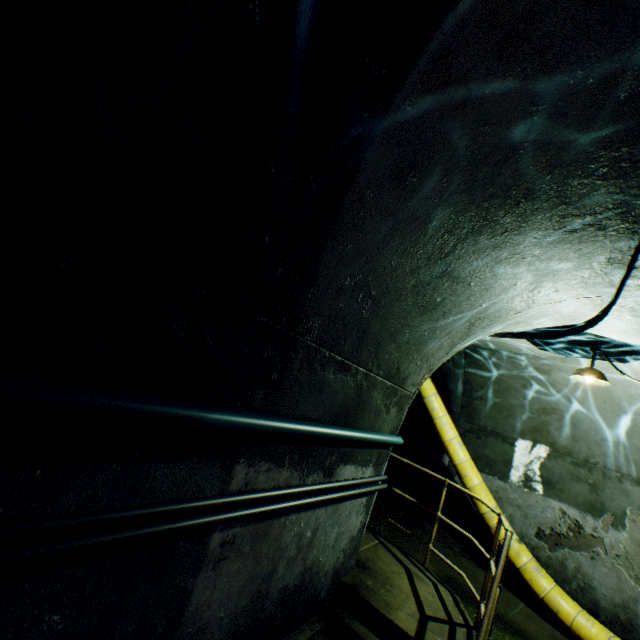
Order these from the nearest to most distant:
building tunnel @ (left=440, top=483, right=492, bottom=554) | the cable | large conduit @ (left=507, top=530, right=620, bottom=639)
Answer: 1. the cable
2. large conduit @ (left=507, top=530, right=620, bottom=639)
3. building tunnel @ (left=440, top=483, right=492, bottom=554)

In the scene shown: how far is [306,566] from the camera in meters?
3.0 m

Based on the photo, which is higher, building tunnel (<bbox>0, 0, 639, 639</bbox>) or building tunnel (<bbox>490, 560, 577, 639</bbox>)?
building tunnel (<bbox>0, 0, 639, 639</bbox>)

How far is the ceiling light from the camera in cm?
430

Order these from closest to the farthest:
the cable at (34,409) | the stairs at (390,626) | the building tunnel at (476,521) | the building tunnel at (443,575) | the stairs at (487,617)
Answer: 1. the cable at (34,409)
2. the stairs at (487,617)
3. the stairs at (390,626)
4. the building tunnel at (443,575)
5. the building tunnel at (476,521)

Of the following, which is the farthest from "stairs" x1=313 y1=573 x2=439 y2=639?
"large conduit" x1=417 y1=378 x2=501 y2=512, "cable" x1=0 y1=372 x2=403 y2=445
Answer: "cable" x1=0 y1=372 x2=403 y2=445

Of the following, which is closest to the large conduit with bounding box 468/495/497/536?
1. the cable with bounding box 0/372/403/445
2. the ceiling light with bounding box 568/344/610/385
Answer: the cable with bounding box 0/372/403/445

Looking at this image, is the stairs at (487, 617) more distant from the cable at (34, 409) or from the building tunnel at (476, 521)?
the cable at (34, 409)
